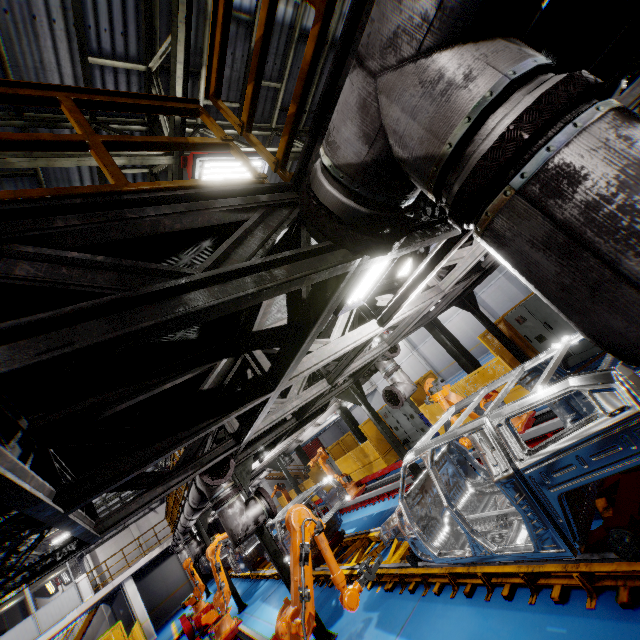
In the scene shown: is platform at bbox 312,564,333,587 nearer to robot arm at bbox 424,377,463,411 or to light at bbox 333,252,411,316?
robot arm at bbox 424,377,463,411

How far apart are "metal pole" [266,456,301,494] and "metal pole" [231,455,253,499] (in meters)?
8.05

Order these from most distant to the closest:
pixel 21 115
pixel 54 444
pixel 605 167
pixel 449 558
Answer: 1. pixel 21 115
2. pixel 449 558
3. pixel 54 444
4. pixel 605 167

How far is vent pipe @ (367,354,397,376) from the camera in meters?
8.1

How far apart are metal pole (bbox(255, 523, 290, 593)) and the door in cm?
3726

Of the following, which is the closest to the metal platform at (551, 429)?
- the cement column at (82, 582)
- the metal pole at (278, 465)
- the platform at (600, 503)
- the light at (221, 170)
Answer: the platform at (600, 503)

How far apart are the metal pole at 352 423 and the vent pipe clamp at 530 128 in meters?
17.1

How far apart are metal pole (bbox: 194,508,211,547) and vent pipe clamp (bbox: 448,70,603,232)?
14.2 meters
